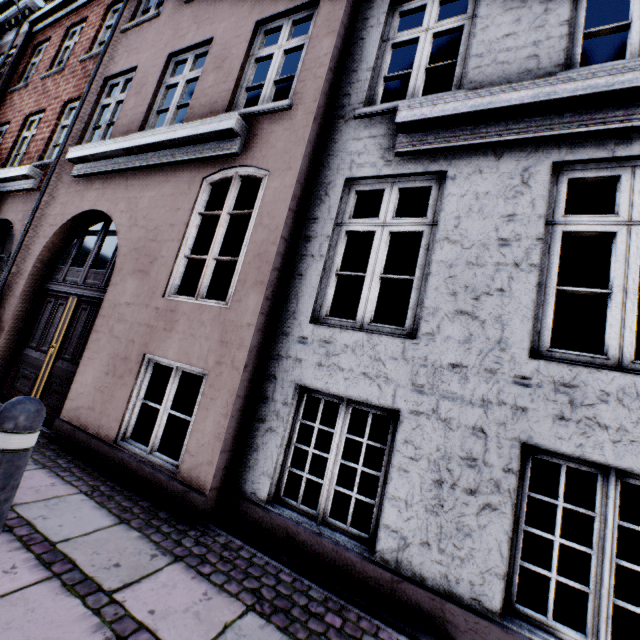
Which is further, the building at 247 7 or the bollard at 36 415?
the building at 247 7

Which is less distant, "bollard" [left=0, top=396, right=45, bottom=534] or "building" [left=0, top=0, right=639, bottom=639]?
"bollard" [left=0, top=396, right=45, bottom=534]

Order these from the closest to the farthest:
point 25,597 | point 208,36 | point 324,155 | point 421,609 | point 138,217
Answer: point 25,597 < point 421,609 < point 324,155 < point 138,217 < point 208,36
